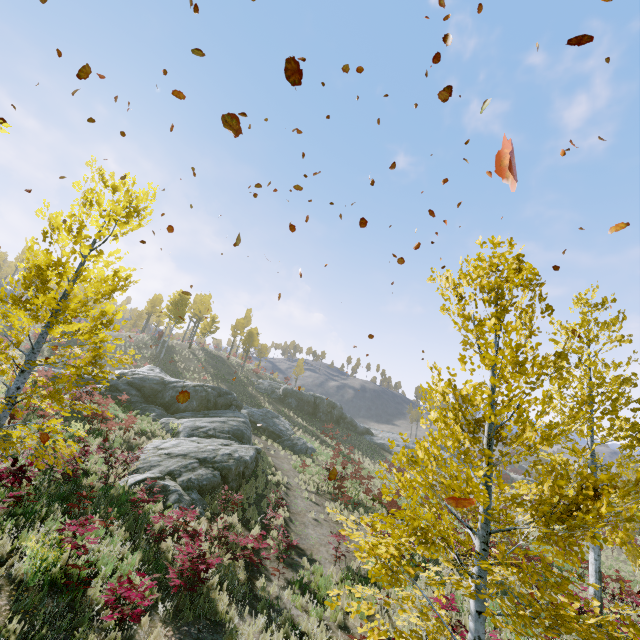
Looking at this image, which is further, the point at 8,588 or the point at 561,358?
the point at 8,588

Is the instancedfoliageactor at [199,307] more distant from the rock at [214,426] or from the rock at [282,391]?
the rock at [214,426]

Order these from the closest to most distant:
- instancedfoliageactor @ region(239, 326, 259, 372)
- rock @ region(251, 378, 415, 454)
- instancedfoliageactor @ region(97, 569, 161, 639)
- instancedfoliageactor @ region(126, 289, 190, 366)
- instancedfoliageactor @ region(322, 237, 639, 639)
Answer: instancedfoliageactor @ region(322, 237, 639, 639) < instancedfoliageactor @ region(97, 569, 161, 639) < instancedfoliageactor @ region(126, 289, 190, 366) < rock @ region(251, 378, 415, 454) < instancedfoliageactor @ region(239, 326, 259, 372)

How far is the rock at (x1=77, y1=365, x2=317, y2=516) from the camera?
12.5 meters

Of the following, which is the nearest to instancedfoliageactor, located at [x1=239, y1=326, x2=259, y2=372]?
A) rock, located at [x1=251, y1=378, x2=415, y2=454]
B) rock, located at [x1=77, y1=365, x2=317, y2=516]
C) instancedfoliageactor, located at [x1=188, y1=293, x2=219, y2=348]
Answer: rock, located at [x1=77, y1=365, x2=317, y2=516]

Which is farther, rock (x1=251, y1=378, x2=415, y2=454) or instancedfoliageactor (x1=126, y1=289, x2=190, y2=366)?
rock (x1=251, y1=378, x2=415, y2=454)

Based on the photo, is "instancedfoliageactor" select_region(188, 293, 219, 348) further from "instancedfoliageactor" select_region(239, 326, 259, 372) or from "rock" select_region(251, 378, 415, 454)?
"instancedfoliageactor" select_region(239, 326, 259, 372)

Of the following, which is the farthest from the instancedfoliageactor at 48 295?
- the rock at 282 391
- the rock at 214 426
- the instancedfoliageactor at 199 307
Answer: the instancedfoliageactor at 199 307
